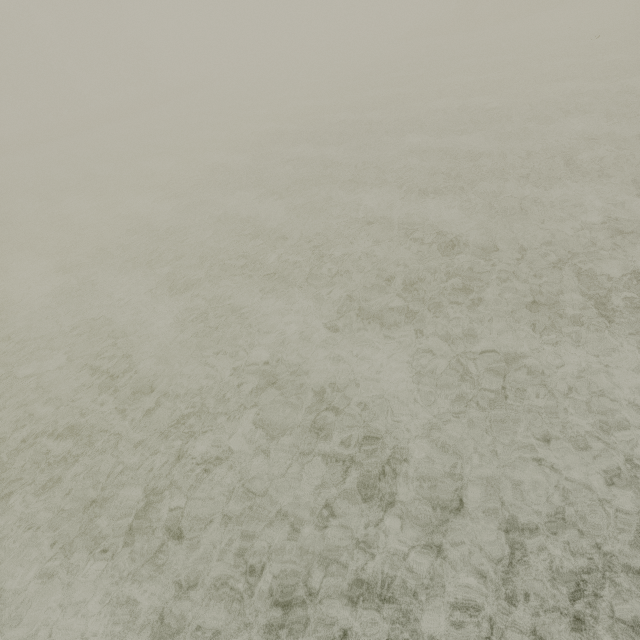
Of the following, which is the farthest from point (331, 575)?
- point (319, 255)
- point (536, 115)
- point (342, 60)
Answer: point (342, 60)
